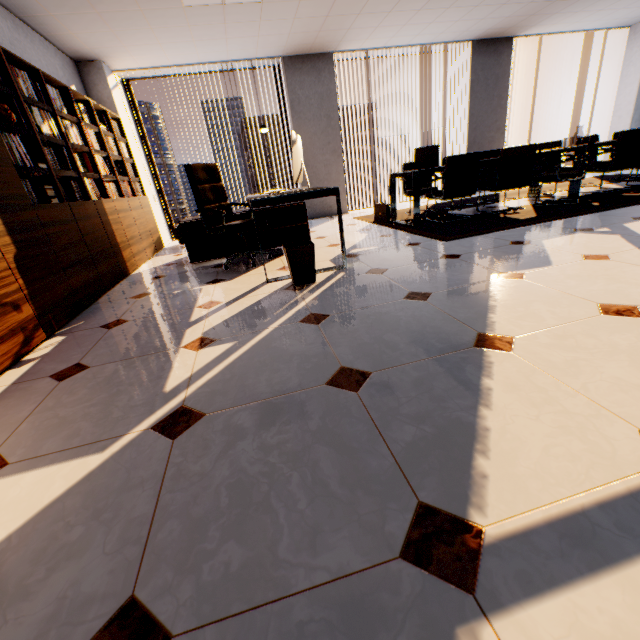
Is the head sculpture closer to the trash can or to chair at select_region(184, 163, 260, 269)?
chair at select_region(184, 163, 260, 269)

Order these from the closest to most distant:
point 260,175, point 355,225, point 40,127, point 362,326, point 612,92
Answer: point 362,326 < point 40,127 < point 355,225 < point 612,92 < point 260,175

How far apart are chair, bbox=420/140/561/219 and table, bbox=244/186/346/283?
2.63m

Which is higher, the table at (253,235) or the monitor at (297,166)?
the monitor at (297,166)

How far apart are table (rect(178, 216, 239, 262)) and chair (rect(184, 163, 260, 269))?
0.1m

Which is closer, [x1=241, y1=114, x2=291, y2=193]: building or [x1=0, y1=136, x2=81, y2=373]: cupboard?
[x1=0, y1=136, x2=81, y2=373]: cupboard

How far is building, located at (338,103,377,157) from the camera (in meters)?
57.41

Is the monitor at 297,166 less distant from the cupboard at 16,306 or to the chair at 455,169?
the cupboard at 16,306
